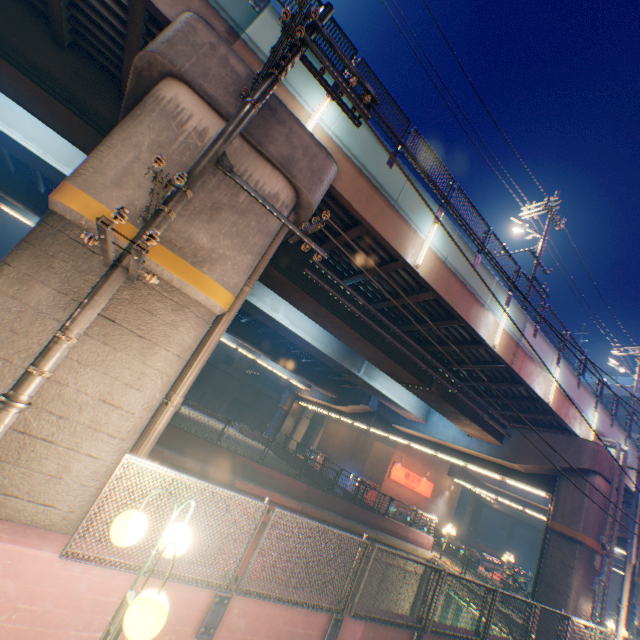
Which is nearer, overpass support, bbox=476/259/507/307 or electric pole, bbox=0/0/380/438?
electric pole, bbox=0/0/380/438

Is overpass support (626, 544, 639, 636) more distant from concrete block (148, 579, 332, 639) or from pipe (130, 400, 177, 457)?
concrete block (148, 579, 332, 639)

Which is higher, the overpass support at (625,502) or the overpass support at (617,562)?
the overpass support at (625,502)

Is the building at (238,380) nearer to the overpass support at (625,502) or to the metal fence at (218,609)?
the overpass support at (625,502)

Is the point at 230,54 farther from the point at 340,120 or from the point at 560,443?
the point at 560,443

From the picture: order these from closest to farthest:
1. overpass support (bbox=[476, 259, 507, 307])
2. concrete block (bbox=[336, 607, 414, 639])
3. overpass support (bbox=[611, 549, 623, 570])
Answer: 1. concrete block (bbox=[336, 607, 414, 639])
2. overpass support (bbox=[476, 259, 507, 307])
3. overpass support (bbox=[611, 549, 623, 570])

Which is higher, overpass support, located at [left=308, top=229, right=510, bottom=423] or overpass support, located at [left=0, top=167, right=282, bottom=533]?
overpass support, located at [left=308, top=229, right=510, bottom=423]

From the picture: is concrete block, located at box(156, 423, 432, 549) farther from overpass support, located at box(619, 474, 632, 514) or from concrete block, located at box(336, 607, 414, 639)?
concrete block, located at box(336, 607, 414, 639)
